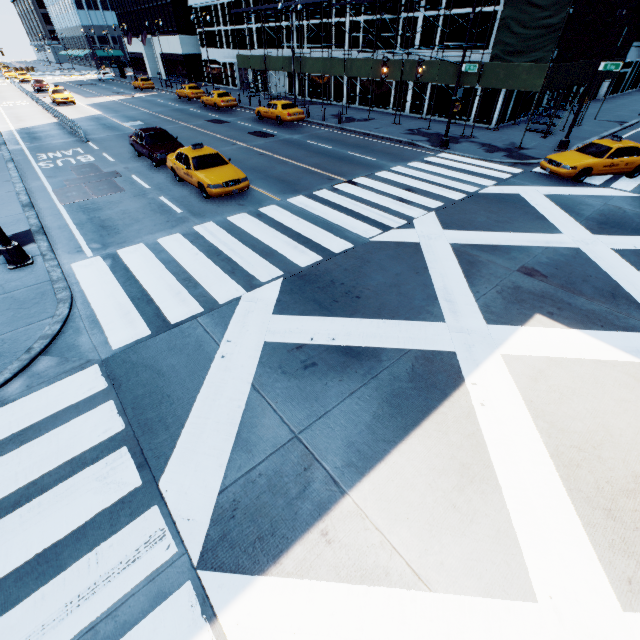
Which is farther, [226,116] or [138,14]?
[138,14]

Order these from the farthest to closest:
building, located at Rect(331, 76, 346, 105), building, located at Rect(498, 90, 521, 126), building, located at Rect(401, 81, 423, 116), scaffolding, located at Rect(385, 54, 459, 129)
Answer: building, located at Rect(331, 76, 346, 105) → building, located at Rect(401, 81, 423, 116) → building, located at Rect(498, 90, 521, 126) → scaffolding, located at Rect(385, 54, 459, 129)

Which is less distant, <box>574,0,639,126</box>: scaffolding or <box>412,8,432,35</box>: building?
<box>574,0,639,126</box>: scaffolding

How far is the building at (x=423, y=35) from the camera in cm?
2408

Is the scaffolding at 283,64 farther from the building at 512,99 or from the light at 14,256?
the light at 14,256

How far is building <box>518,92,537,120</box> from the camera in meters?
25.2

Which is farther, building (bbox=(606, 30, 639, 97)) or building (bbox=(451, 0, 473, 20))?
building (bbox=(606, 30, 639, 97))
